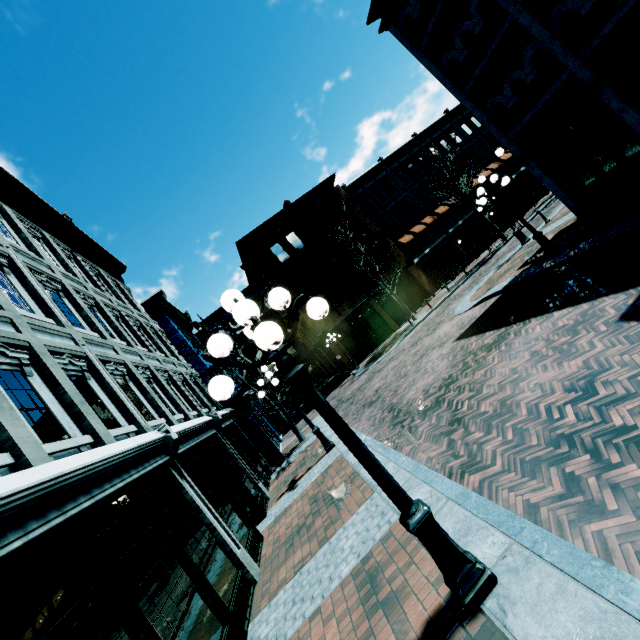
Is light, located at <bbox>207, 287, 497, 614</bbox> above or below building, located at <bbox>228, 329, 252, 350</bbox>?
below

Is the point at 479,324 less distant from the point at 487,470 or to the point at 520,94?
the point at 487,470

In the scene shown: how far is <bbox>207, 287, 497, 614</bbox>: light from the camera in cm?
283

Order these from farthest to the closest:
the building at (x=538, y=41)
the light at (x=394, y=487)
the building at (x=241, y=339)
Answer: the building at (x=241, y=339) → the building at (x=538, y=41) → the light at (x=394, y=487)

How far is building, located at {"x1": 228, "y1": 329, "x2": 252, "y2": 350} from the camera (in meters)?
37.59

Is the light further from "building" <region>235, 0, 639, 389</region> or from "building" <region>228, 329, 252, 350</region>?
"building" <region>228, 329, 252, 350</region>

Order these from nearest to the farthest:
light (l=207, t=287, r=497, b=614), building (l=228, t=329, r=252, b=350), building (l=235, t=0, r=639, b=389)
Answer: light (l=207, t=287, r=497, b=614) → building (l=235, t=0, r=639, b=389) → building (l=228, t=329, r=252, b=350)

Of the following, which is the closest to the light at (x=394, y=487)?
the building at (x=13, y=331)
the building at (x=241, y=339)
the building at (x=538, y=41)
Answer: the building at (x=13, y=331)
